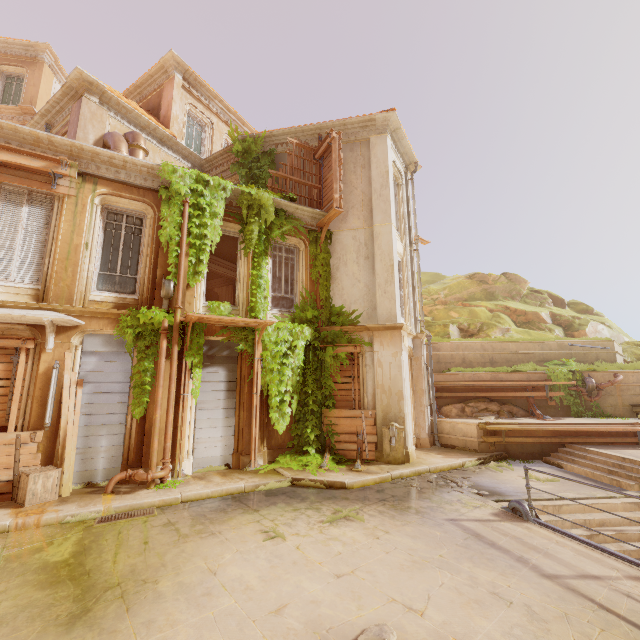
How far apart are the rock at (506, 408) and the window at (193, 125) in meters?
15.9

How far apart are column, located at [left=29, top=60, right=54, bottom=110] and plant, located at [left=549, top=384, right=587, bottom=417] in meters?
28.4

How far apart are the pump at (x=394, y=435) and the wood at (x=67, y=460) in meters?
8.3 m

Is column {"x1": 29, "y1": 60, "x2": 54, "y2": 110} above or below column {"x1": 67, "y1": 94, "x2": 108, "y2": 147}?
above

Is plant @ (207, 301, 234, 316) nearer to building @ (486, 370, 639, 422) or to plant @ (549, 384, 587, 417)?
building @ (486, 370, 639, 422)

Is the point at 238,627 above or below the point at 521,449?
below

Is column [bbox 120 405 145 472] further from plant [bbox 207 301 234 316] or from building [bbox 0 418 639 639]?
building [bbox 0 418 639 639]

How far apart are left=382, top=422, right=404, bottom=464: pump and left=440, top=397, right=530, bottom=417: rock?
4.4 meters
